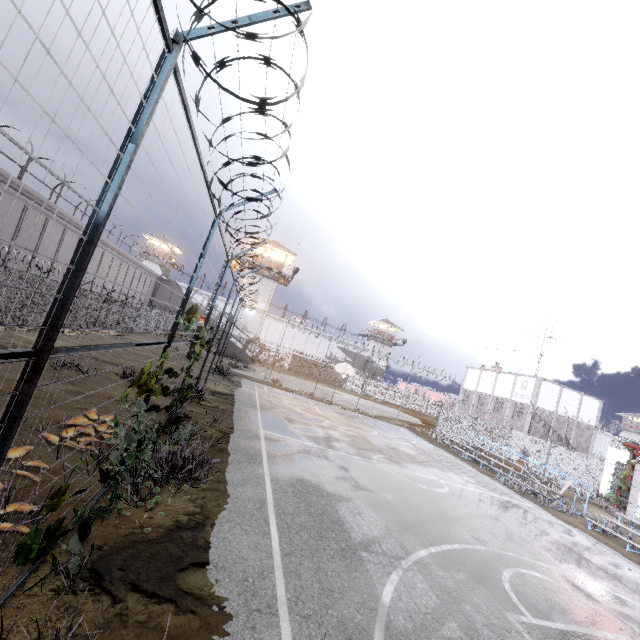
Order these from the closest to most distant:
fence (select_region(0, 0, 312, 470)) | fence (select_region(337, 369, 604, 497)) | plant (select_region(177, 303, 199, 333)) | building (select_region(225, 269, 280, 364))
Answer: fence (select_region(0, 0, 312, 470)) → plant (select_region(177, 303, 199, 333)) → fence (select_region(337, 369, 604, 497)) → building (select_region(225, 269, 280, 364))

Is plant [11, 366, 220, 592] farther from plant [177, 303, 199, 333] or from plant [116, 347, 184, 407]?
plant [177, 303, 199, 333]

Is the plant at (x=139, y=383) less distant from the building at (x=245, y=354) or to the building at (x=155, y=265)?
the building at (x=245, y=354)

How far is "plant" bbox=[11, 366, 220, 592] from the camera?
3.52m

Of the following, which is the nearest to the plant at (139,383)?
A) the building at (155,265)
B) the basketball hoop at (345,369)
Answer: the basketball hoop at (345,369)

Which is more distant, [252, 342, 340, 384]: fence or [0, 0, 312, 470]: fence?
[252, 342, 340, 384]: fence

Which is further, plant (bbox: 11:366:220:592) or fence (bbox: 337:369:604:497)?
fence (bbox: 337:369:604:497)

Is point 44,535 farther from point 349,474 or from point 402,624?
point 349,474
